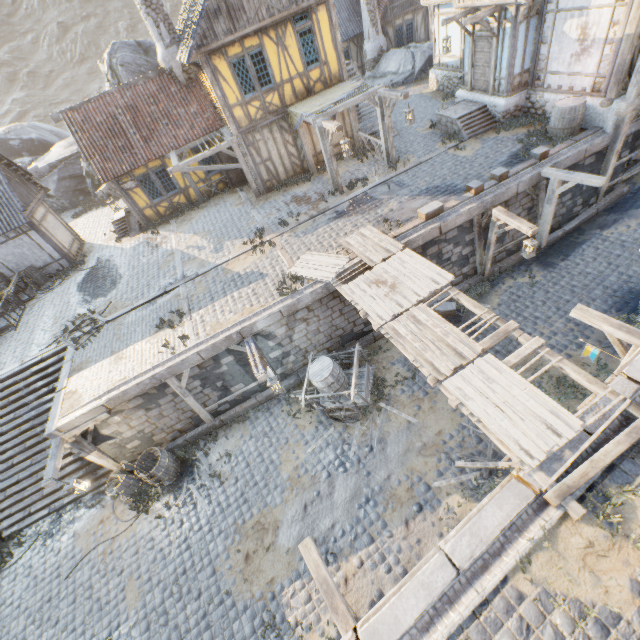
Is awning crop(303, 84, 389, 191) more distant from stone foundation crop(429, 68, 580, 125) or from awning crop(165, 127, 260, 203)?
stone foundation crop(429, 68, 580, 125)

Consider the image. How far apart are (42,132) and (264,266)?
37.1 meters

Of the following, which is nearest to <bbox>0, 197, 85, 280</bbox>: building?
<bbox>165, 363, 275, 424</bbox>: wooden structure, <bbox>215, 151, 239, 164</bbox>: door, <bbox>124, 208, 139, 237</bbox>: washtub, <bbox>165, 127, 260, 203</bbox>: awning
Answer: <bbox>124, 208, 139, 237</bbox>: washtub

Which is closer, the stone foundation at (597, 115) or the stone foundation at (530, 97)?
the stone foundation at (597, 115)

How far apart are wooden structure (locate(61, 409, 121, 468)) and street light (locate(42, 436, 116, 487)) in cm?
2

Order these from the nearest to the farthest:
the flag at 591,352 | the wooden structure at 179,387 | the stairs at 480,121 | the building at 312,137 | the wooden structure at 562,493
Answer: the wooden structure at 562,493 → the flag at 591,352 → the wooden structure at 179,387 → the stairs at 480,121 → the building at 312,137

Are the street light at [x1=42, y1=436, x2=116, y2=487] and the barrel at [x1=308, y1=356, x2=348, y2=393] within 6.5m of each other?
no

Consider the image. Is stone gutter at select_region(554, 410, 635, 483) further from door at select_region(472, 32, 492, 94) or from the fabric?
door at select_region(472, 32, 492, 94)
